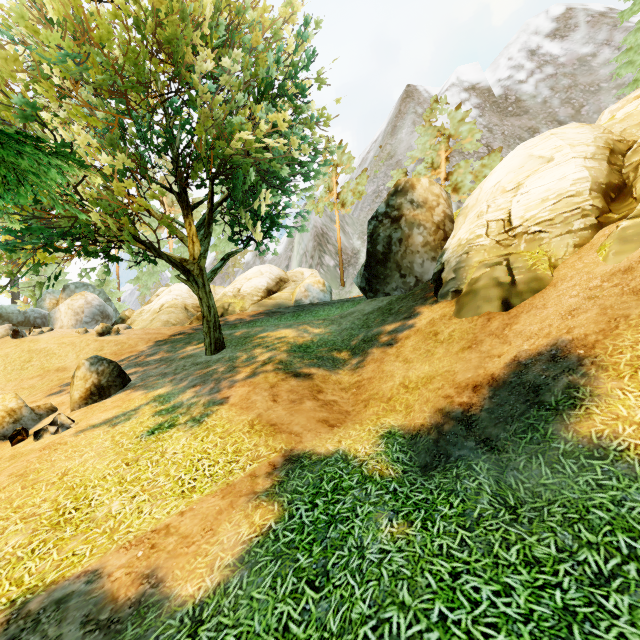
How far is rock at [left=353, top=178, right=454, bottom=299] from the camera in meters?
12.9

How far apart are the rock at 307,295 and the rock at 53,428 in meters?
15.4 m

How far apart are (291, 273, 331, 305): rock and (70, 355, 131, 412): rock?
12.9m

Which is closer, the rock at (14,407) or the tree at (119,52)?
the tree at (119,52)

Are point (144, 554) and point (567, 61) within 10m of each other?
no

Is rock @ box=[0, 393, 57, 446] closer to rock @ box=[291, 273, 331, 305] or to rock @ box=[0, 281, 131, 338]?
rock @ box=[291, 273, 331, 305]

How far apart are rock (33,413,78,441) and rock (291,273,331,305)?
15.4 meters

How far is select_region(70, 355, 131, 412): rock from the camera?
10.93m
